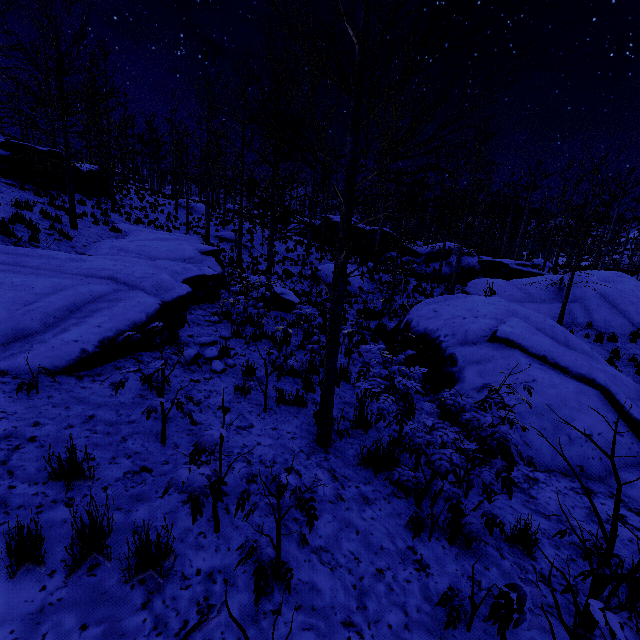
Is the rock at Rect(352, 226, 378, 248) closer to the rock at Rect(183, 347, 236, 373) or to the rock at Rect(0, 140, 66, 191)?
the rock at Rect(183, 347, 236, 373)

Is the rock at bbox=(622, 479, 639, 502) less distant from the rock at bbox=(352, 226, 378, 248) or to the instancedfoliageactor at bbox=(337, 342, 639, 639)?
the instancedfoliageactor at bbox=(337, 342, 639, 639)

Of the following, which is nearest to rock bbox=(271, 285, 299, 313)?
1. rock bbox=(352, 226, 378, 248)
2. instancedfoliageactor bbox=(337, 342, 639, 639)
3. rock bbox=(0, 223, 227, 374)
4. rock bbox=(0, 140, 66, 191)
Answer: rock bbox=(0, 223, 227, 374)

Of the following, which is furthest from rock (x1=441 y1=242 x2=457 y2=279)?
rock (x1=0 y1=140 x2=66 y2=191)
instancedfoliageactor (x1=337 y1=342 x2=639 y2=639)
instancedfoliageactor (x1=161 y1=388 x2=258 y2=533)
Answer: instancedfoliageactor (x1=161 y1=388 x2=258 y2=533)

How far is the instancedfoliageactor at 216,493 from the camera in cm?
196

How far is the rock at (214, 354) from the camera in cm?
572

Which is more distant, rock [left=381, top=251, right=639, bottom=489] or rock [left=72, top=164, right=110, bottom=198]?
rock [left=72, top=164, right=110, bottom=198]

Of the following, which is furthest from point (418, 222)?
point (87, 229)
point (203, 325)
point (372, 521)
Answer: point (372, 521)
